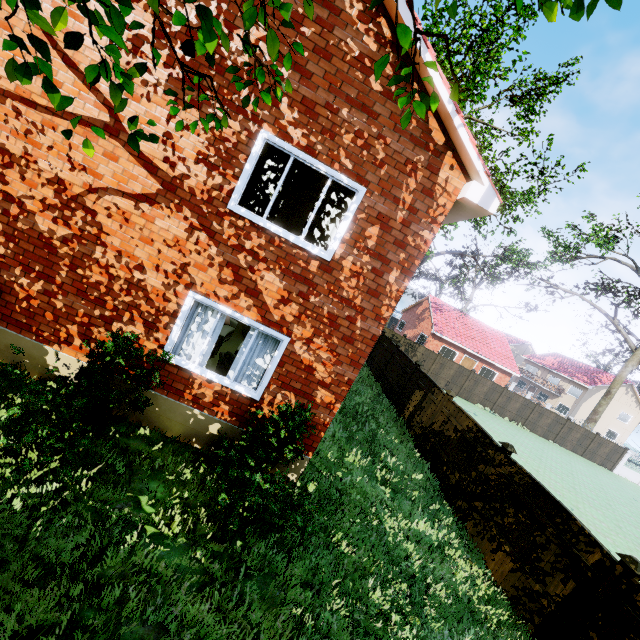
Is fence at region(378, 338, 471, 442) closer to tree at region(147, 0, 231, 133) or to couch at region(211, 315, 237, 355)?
tree at region(147, 0, 231, 133)

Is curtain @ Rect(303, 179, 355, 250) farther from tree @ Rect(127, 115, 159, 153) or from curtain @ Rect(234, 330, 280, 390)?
tree @ Rect(127, 115, 159, 153)

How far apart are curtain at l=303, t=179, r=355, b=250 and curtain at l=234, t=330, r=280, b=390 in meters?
1.8 m

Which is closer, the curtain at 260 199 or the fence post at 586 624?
the fence post at 586 624

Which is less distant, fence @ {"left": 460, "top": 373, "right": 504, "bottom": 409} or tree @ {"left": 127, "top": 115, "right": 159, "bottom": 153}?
tree @ {"left": 127, "top": 115, "right": 159, "bottom": 153}

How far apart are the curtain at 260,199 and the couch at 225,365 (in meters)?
3.17

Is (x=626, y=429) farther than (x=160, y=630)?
Yes

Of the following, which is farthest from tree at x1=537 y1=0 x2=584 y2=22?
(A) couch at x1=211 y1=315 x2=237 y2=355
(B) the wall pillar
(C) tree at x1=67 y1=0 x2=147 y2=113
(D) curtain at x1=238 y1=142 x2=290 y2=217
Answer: (A) couch at x1=211 y1=315 x2=237 y2=355
